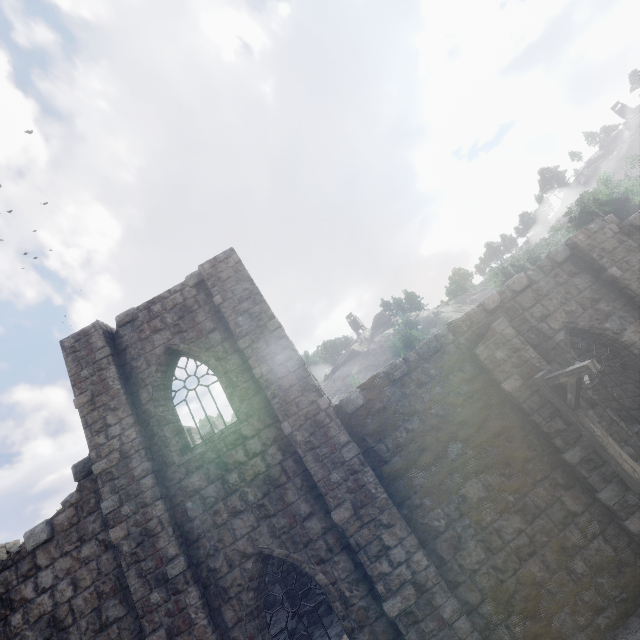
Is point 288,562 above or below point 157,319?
below

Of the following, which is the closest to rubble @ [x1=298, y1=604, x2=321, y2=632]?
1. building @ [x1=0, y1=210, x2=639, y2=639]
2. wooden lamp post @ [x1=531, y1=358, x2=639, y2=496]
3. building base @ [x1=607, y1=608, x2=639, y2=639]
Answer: building @ [x1=0, y1=210, x2=639, y2=639]

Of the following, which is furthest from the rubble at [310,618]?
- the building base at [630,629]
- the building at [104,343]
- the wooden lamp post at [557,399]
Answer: the wooden lamp post at [557,399]

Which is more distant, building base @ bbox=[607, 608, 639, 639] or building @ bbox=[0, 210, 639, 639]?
building @ bbox=[0, 210, 639, 639]

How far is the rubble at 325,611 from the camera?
12.8 meters

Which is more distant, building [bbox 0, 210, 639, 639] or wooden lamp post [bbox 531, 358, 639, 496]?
building [bbox 0, 210, 639, 639]

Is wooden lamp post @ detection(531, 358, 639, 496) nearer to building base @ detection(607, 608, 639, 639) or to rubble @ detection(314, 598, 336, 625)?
building base @ detection(607, 608, 639, 639)

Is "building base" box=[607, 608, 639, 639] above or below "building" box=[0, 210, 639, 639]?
below
